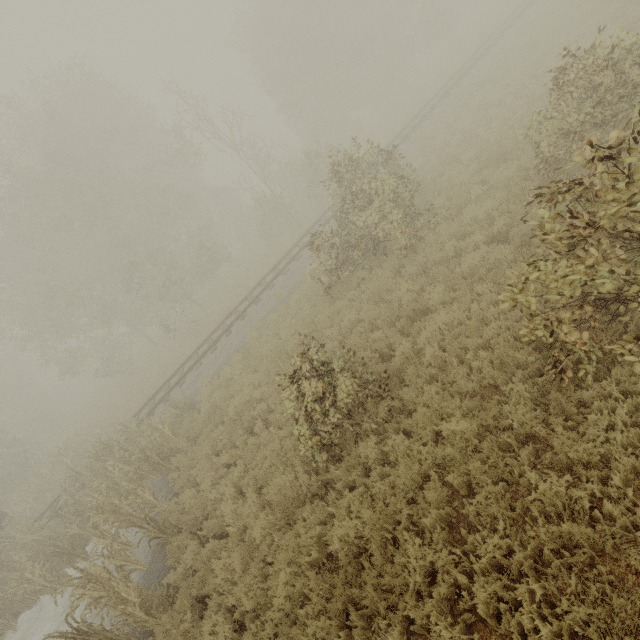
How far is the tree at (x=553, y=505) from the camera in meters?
3.8 m

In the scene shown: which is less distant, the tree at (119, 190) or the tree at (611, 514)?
the tree at (611, 514)

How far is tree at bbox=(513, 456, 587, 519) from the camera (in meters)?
3.76

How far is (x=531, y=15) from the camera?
19.33m

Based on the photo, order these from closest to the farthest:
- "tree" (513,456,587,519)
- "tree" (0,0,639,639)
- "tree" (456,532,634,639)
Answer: "tree" (456,532,634,639) → "tree" (513,456,587,519) → "tree" (0,0,639,639)

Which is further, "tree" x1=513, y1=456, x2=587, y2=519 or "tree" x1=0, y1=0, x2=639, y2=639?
"tree" x1=0, y1=0, x2=639, y2=639
